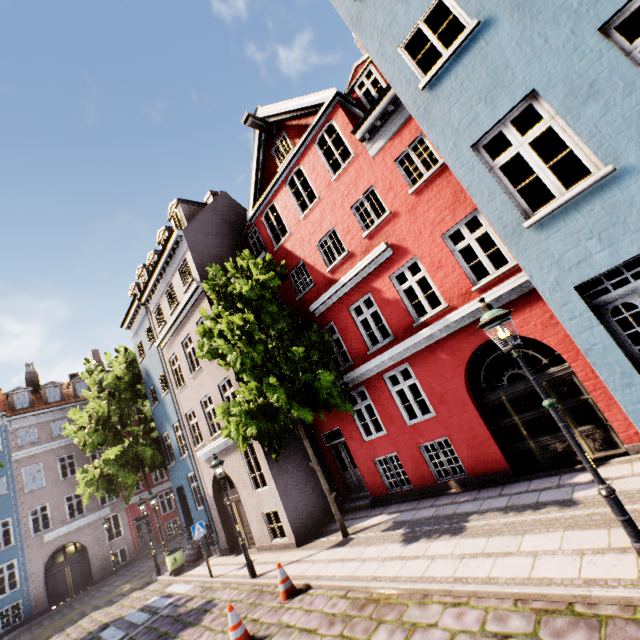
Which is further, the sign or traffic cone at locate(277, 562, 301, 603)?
the sign

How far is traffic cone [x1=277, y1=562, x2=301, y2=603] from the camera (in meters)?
7.73

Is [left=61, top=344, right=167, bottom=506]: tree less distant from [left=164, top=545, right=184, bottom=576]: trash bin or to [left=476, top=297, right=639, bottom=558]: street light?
[left=164, top=545, right=184, bottom=576]: trash bin

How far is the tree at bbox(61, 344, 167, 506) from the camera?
17.3m

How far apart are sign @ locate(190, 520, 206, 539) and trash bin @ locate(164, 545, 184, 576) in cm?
418

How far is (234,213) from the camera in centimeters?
1741cm

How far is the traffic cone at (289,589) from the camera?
7.73m

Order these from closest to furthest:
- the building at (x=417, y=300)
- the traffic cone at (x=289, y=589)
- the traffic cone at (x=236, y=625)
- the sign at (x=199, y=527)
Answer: the building at (x=417, y=300) → the traffic cone at (x=236, y=625) → the traffic cone at (x=289, y=589) → the sign at (x=199, y=527)
